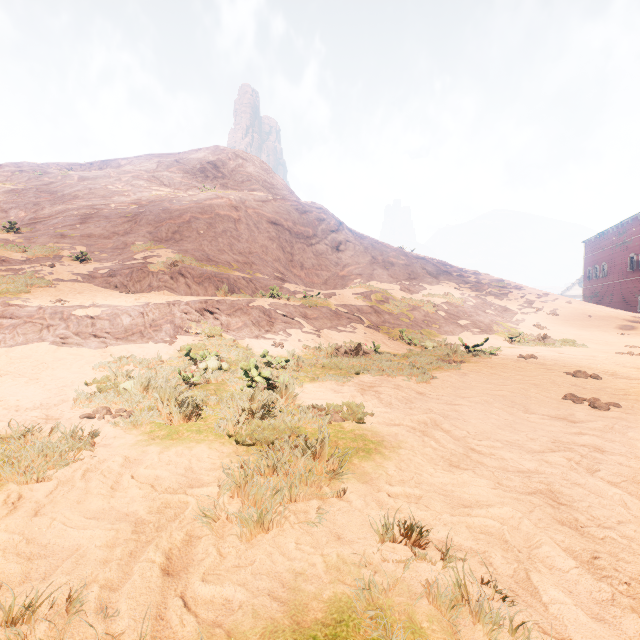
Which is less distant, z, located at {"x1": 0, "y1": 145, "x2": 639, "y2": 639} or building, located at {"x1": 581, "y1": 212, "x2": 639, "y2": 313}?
z, located at {"x1": 0, "y1": 145, "x2": 639, "y2": 639}

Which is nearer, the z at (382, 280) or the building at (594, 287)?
the z at (382, 280)

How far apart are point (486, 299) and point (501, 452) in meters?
19.1
